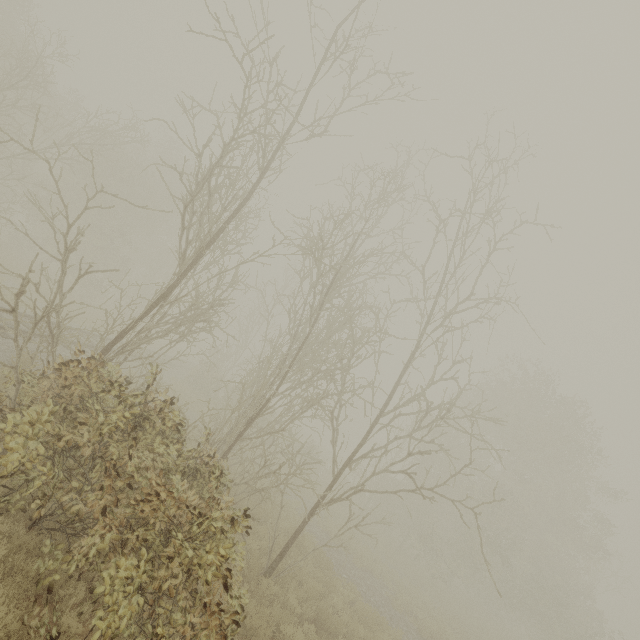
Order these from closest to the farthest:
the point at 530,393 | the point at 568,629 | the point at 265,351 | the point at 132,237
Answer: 1. the point at 568,629
2. the point at 530,393
3. the point at 265,351
4. the point at 132,237
